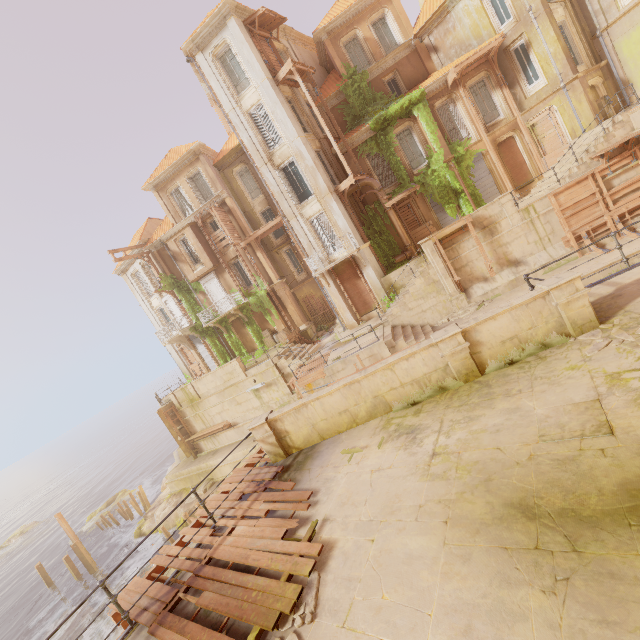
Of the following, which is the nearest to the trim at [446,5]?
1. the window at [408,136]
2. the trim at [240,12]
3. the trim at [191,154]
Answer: the window at [408,136]

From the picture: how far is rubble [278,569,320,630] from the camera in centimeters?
399cm

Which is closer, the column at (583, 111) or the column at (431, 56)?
the column at (583, 111)

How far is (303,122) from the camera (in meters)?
21.72

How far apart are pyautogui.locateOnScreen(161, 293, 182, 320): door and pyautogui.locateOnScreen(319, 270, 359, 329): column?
14.0 meters

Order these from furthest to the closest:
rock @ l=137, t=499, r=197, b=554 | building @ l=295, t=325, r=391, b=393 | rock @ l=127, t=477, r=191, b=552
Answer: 1. rock @ l=127, t=477, r=191, b=552
2. rock @ l=137, t=499, r=197, b=554
3. building @ l=295, t=325, r=391, b=393

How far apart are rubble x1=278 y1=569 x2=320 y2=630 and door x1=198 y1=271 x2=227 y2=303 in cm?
2470

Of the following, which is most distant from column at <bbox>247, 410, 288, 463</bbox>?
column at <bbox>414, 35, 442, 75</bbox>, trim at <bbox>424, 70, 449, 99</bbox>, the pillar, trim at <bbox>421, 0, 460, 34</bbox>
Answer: trim at <bbox>421, 0, 460, 34</bbox>
